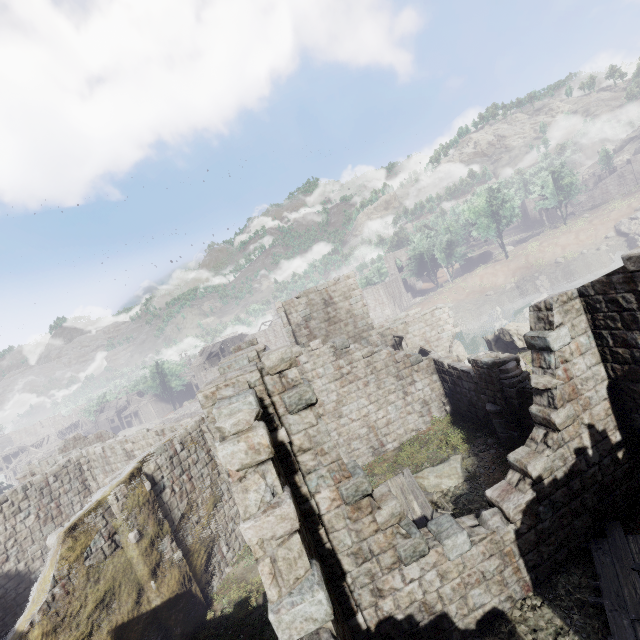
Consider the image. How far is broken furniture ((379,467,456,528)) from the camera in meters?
11.2

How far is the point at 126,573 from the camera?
10.37m

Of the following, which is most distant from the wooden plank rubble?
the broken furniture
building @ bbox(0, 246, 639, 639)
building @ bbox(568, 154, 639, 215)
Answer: building @ bbox(568, 154, 639, 215)

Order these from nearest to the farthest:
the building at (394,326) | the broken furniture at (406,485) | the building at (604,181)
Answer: the building at (394,326)
the broken furniture at (406,485)
the building at (604,181)

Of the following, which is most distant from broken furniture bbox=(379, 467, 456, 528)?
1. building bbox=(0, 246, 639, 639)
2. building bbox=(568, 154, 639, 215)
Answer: building bbox=(568, 154, 639, 215)

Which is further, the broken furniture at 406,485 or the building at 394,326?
the broken furniture at 406,485

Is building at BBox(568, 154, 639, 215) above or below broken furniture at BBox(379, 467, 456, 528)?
above

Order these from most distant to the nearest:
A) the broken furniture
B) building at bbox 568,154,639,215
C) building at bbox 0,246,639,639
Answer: building at bbox 568,154,639,215 → the broken furniture → building at bbox 0,246,639,639
